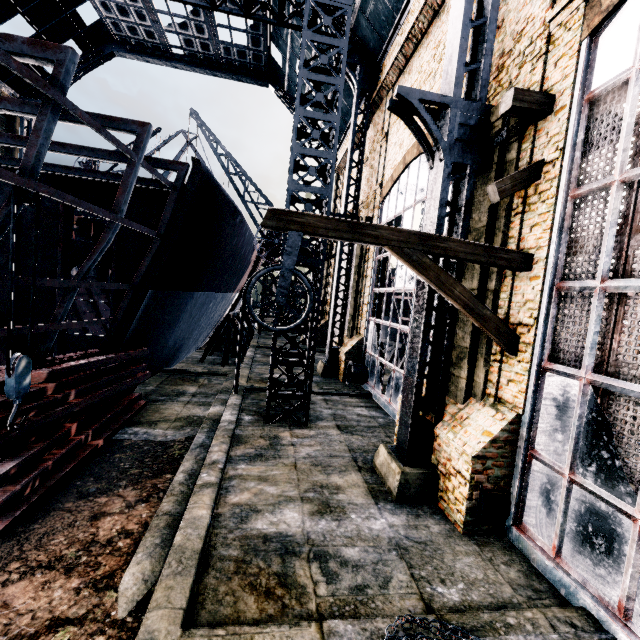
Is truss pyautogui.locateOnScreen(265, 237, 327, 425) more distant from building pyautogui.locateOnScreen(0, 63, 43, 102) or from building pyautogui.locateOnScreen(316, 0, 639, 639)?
building pyautogui.locateOnScreen(0, 63, 43, 102)

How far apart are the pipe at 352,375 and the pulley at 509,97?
13.0 meters

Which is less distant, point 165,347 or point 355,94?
point 165,347

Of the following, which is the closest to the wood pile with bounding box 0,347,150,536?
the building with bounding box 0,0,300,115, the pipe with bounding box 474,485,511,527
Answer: the pipe with bounding box 474,485,511,527

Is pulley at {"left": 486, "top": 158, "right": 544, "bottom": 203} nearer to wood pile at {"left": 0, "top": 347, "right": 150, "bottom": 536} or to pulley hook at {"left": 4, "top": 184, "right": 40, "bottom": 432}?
pulley hook at {"left": 4, "top": 184, "right": 40, "bottom": 432}

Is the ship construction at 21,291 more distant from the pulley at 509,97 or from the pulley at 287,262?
the pulley at 509,97

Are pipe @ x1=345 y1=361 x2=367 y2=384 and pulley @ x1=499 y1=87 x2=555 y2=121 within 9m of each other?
no

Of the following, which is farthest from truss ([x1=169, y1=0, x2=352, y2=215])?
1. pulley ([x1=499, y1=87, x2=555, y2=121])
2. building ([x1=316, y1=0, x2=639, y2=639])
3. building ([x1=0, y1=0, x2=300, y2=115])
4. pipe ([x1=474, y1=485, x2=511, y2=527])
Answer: building ([x1=0, y1=0, x2=300, y2=115])
